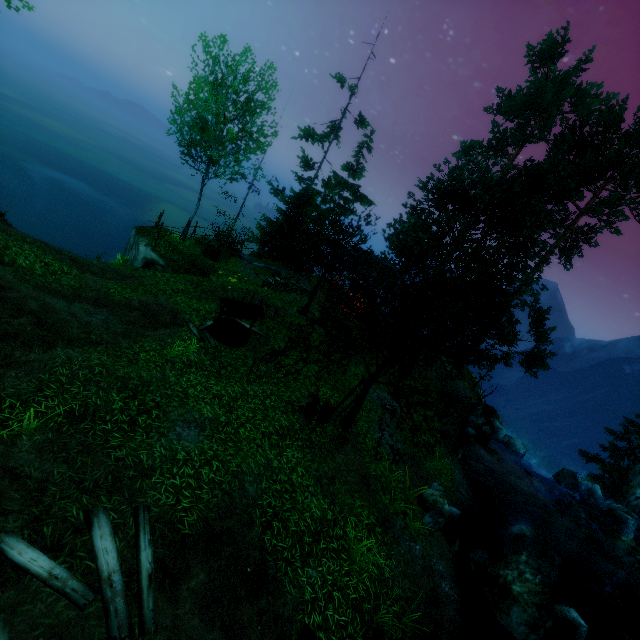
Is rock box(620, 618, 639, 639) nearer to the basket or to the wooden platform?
the wooden platform

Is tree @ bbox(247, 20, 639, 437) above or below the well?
above

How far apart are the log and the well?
7.0m

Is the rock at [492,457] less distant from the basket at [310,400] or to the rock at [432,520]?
the rock at [432,520]

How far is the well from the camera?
12.2 meters

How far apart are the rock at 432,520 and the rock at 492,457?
8.8 meters

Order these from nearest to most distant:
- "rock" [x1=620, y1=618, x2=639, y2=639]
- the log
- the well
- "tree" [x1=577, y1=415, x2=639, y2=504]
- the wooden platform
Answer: the wooden platform < the well < "rock" [x1=620, y1=618, x2=639, y2=639] < the log < "tree" [x1=577, y1=415, x2=639, y2=504]

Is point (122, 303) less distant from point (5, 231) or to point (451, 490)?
point (5, 231)
